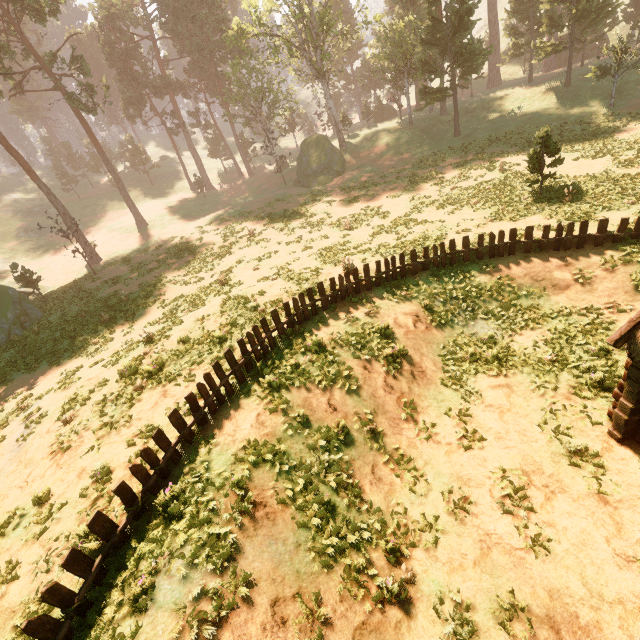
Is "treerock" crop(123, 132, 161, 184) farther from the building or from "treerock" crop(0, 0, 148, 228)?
"treerock" crop(0, 0, 148, 228)

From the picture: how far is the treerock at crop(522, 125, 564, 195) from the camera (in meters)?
17.20

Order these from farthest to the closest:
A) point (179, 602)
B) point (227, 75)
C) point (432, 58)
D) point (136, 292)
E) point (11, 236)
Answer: point (11, 236) < point (227, 75) < point (432, 58) < point (136, 292) < point (179, 602)

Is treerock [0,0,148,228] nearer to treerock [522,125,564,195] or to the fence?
treerock [522,125,564,195]

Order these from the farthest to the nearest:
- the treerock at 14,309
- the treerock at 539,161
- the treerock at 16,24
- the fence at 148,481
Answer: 1. the treerock at 16,24
2. the treerock at 14,309
3. the treerock at 539,161
4. the fence at 148,481

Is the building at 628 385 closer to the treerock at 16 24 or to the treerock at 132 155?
the treerock at 132 155
